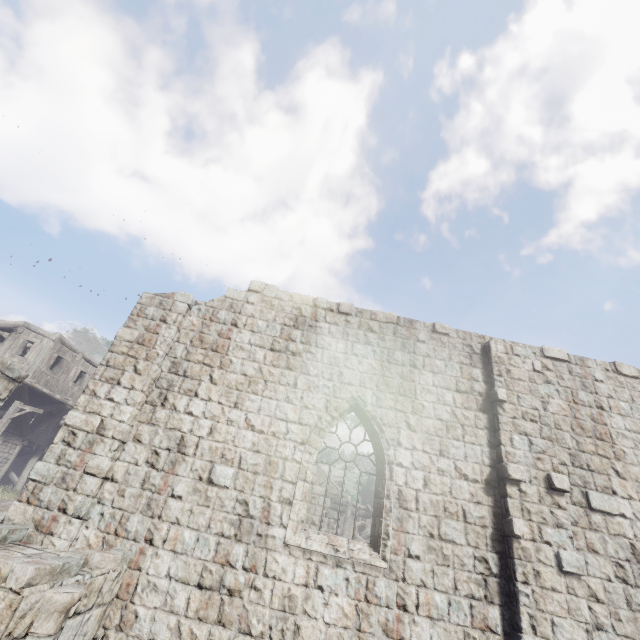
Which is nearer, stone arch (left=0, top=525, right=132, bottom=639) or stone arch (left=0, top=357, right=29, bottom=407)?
stone arch (left=0, top=525, right=132, bottom=639)

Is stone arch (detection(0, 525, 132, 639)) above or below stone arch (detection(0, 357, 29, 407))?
below

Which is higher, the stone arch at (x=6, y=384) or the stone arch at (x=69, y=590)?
the stone arch at (x=6, y=384)

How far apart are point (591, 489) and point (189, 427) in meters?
9.3

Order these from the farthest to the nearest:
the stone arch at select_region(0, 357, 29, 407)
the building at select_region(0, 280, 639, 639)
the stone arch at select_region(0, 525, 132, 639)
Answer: the stone arch at select_region(0, 357, 29, 407) → the building at select_region(0, 280, 639, 639) → the stone arch at select_region(0, 525, 132, 639)

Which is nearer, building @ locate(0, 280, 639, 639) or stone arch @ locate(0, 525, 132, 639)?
stone arch @ locate(0, 525, 132, 639)

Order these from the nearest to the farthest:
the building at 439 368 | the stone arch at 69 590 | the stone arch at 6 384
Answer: the stone arch at 69 590, the building at 439 368, the stone arch at 6 384
